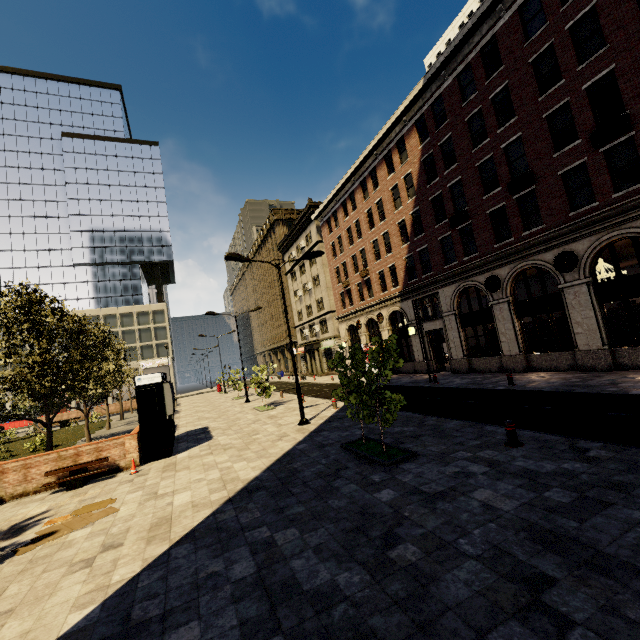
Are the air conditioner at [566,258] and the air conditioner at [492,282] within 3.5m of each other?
yes

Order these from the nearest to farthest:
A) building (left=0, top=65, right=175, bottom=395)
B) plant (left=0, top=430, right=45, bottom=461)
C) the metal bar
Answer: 1. the metal bar
2. plant (left=0, top=430, right=45, bottom=461)
3. building (left=0, top=65, right=175, bottom=395)

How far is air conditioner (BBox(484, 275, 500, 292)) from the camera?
18.69m

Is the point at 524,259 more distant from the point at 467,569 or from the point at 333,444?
the point at 467,569

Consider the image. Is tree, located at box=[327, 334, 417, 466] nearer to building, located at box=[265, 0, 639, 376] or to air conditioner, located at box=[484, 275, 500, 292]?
building, located at box=[265, 0, 639, 376]

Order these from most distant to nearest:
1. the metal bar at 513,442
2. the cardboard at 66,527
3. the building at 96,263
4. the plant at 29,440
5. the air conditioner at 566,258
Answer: the building at 96,263, the plant at 29,440, the air conditioner at 566,258, the metal bar at 513,442, the cardboard at 66,527

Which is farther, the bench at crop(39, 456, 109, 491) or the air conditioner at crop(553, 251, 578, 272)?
the air conditioner at crop(553, 251, 578, 272)

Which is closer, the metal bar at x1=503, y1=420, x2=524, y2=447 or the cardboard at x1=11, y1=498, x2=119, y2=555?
the cardboard at x1=11, y1=498, x2=119, y2=555
